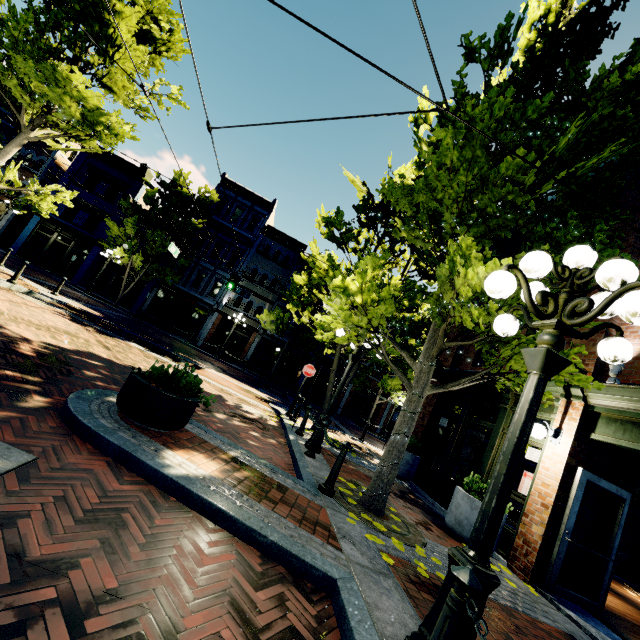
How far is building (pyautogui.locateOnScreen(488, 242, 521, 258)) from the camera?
11.2 meters

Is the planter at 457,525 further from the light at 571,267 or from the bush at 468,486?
the light at 571,267

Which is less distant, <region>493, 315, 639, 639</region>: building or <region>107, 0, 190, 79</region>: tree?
<region>493, 315, 639, 639</region>: building

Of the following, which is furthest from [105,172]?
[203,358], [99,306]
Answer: [203,358]

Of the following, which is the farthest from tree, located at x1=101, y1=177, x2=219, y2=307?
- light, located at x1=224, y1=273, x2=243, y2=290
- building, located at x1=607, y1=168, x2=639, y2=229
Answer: light, located at x1=224, y1=273, x2=243, y2=290

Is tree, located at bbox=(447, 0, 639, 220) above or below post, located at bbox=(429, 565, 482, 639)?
above

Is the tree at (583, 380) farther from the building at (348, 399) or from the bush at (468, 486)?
the bush at (468, 486)

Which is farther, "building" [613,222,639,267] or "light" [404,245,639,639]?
"building" [613,222,639,267]
